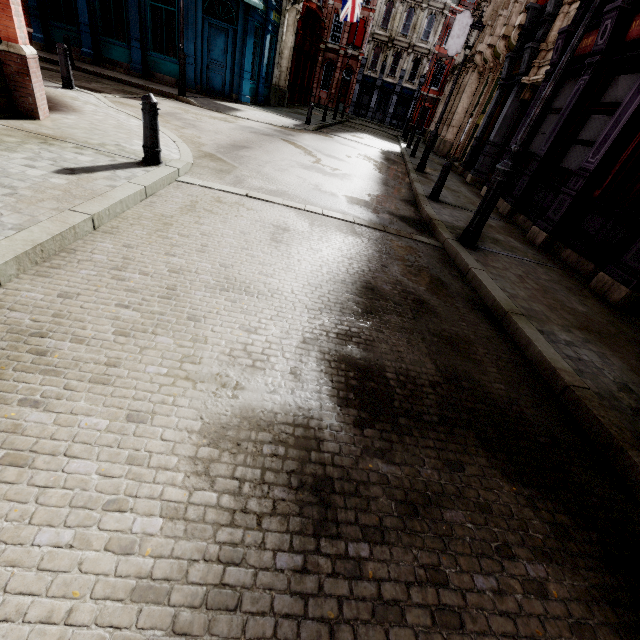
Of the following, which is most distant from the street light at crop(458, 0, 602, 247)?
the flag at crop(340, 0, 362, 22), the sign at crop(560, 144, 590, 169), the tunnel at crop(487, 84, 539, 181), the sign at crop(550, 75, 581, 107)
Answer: the flag at crop(340, 0, 362, 22)

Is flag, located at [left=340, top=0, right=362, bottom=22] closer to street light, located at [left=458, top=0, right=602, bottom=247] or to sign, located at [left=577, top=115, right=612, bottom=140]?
sign, located at [left=577, top=115, right=612, bottom=140]

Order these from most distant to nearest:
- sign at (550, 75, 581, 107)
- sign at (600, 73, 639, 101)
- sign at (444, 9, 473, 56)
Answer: sign at (444, 9, 473, 56) → sign at (550, 75, 581, 107) → sign at (600, 73, 639, 101)

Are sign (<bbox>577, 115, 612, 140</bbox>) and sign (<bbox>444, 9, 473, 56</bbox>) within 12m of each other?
no

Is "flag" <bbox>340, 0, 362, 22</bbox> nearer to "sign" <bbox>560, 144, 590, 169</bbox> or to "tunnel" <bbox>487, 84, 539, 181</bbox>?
"tunnel" <bbox>487, 84, 539, 181</bbox>

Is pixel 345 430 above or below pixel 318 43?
below

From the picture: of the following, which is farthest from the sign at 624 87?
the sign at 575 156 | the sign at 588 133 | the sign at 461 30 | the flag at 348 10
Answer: the flag at 348 10

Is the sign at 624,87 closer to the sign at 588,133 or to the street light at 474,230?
the sign at 588,133
